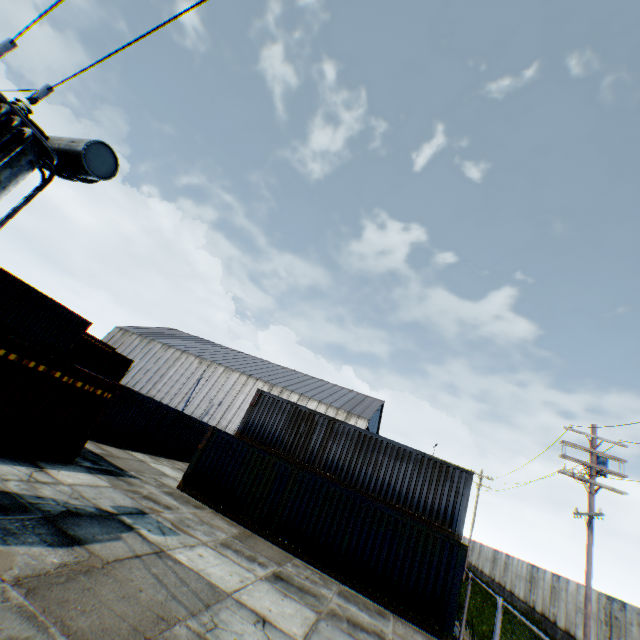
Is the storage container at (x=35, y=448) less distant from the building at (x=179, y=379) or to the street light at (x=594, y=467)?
the street light at (x=594, y=467)

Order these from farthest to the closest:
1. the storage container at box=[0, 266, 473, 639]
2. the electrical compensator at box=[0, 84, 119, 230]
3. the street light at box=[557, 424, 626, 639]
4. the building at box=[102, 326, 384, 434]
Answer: the building at box=[102, 326, 384, 434] → the street light at box=[557, 424, 626, 639] → the storage container at box=[0, 266, 473, 639] → the electrical compensator at box=[0, 84, 119, 230]

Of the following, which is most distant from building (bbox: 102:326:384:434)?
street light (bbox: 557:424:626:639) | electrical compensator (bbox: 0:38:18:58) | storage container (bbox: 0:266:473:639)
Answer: electrical compensator (bbox: 0:38:18:58)

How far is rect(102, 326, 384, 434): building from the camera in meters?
44.2 m

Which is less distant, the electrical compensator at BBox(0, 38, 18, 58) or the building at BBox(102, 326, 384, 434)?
the electrical compensator at BBox(0, 38, 18, 58)

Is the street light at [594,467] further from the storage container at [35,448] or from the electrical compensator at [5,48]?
the electrical compensator at [5,48]

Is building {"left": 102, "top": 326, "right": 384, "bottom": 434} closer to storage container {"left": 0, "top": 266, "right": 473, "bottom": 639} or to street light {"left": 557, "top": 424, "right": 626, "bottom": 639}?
storage container {"left": 0, "top": 266, "right": 473, "bottom": 639}

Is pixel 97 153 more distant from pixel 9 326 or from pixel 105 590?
pixel 9 326
